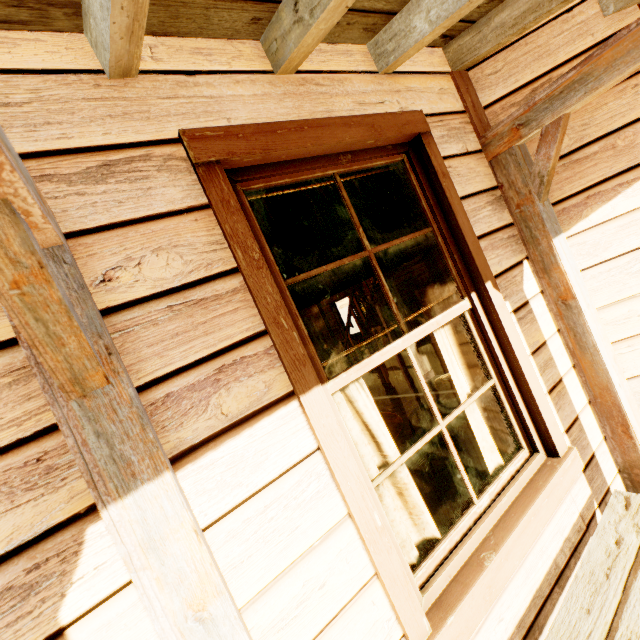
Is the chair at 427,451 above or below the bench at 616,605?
above

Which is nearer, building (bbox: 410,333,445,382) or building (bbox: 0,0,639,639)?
building (bbox: 0,0,639,639)

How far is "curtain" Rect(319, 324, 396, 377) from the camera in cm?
158

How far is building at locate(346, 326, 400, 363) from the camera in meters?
6.3

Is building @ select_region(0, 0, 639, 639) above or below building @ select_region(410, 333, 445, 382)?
above

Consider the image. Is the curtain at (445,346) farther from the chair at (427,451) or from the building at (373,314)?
the chair at (427,451)

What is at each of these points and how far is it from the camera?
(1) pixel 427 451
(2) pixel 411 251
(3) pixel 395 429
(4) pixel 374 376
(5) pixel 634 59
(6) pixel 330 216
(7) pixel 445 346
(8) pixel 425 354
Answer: (1) chair, 3.18m
(2) curtain, 2.04m
(3) table, 3.16m
(4) building, 7.30m
(5) building, 1.51m
(6) curtain, 1.75m
(7) curtain, 1.96m
(8) building, 6.60m

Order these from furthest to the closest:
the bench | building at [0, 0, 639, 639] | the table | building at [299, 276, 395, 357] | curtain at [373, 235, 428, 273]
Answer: building at [299, 276, 395, 357], the table, curtain at [373, 235, 428, 273], the bench, building at [0, 0, 639, 639]
